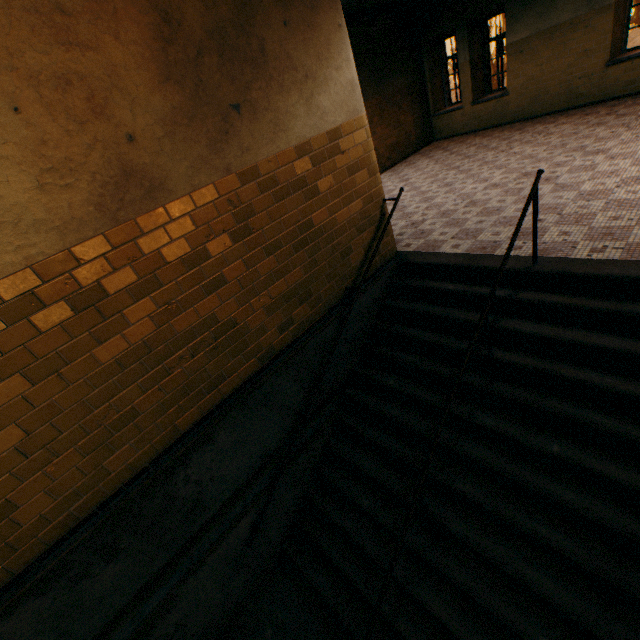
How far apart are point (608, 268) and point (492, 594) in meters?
3.2 m
